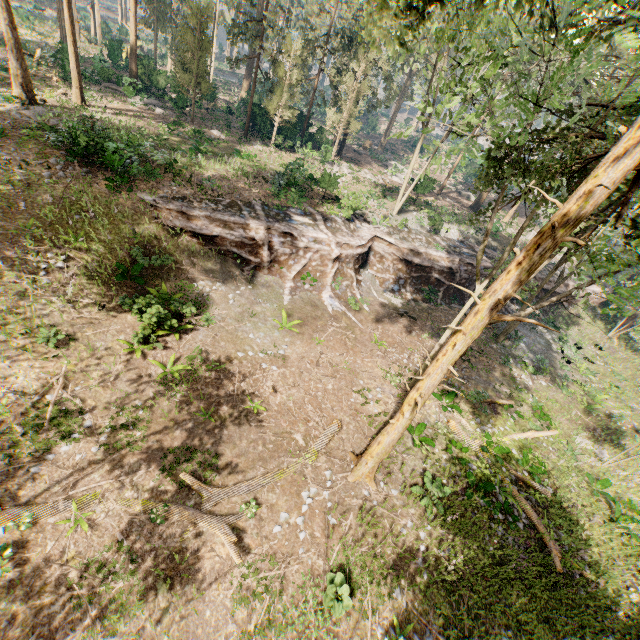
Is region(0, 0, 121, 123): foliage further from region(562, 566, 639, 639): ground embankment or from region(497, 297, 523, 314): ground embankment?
region(497, 297, 523, 314): ground embankment

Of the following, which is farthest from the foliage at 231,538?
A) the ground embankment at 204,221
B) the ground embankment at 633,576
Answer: the ground embankment at 204,221

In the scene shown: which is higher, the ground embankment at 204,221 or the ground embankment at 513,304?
the ground embankment at 204,221

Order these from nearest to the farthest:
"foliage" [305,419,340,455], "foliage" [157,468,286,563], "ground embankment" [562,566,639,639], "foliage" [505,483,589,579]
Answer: "foliage" [157,468,286,563], "ground embankment" [562,566,639,639], "foliage" [505,483,589,579], "foliage" [305,419,340,455]

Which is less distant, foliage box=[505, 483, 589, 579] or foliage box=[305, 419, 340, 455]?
foliage box=[505, 483, 589, 579]

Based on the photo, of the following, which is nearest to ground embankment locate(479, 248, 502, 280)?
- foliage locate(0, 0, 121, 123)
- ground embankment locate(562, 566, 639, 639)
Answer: foliage locate(0, 0, 121, 123)

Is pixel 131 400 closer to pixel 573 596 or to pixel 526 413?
pixel 573 596
